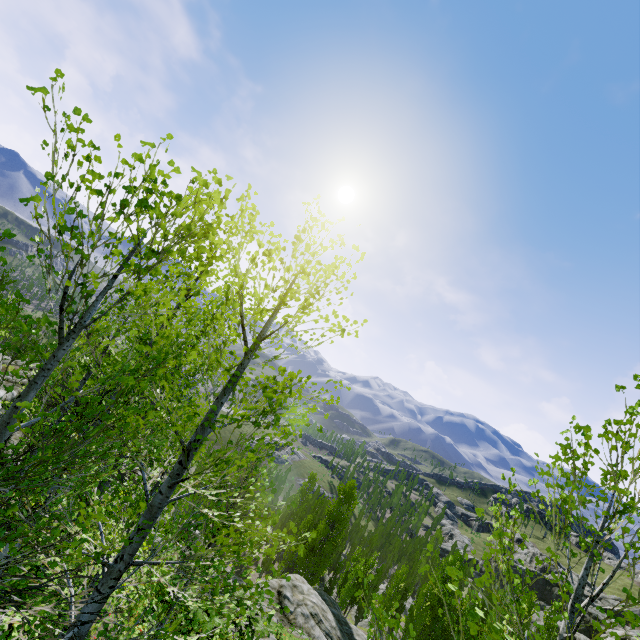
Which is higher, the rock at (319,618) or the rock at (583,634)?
the rock at (583,634)

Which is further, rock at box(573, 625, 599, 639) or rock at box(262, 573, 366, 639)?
rock at box(573, 625, 599, 639)

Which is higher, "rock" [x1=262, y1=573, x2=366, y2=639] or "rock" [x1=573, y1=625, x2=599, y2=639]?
"rock" [x1=573, y1=625, x2=599, y2=639]

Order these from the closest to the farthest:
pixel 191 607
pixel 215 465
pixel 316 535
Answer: pixel 215 465, pixel 191 607, pixel 316 535

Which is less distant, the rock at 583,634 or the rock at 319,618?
the rock at 319,618
